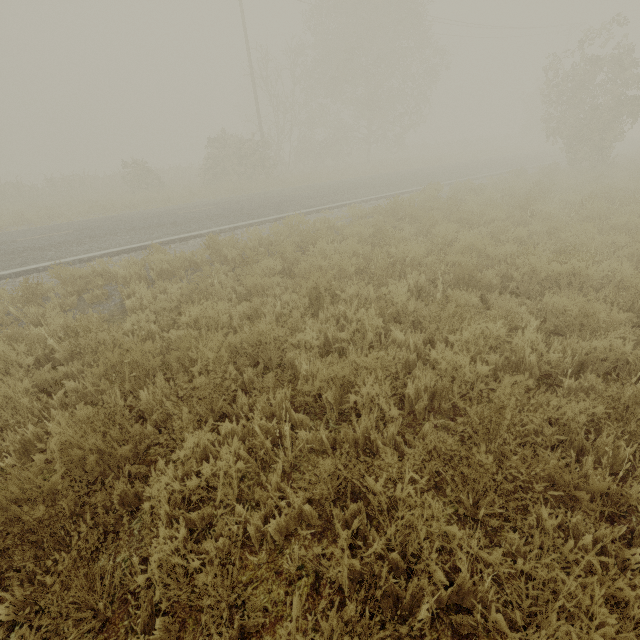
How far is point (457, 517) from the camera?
2.35m
